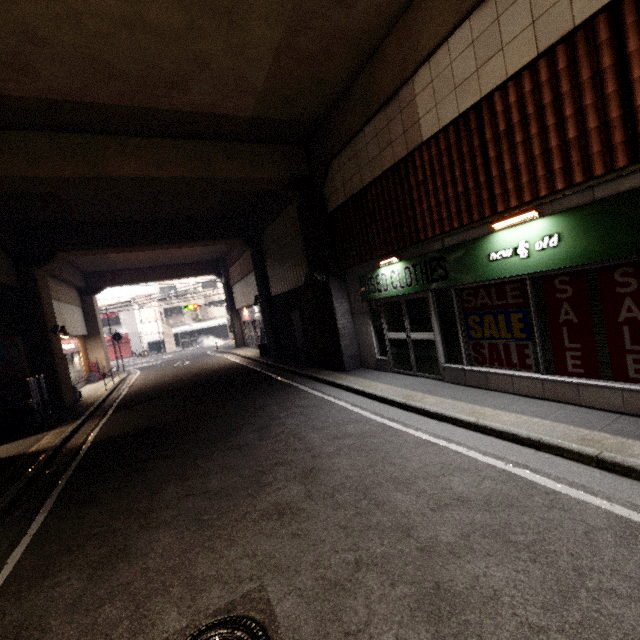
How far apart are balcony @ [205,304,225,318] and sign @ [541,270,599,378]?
37.0m

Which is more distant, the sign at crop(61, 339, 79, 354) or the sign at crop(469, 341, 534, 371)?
the sign at crop(61, 339, 79, 354)

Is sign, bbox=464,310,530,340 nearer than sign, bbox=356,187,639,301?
No

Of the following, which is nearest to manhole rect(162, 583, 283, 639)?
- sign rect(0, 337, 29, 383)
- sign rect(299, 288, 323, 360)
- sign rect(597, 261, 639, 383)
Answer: sign rect(597, 261, 639, 383)

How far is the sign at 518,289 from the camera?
5.3 meters

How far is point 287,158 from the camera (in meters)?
9.43

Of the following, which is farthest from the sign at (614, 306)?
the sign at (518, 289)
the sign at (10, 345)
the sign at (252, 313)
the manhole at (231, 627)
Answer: the sign at (252, 313)

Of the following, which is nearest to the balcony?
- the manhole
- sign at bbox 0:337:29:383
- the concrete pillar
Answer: the concrete pillar
